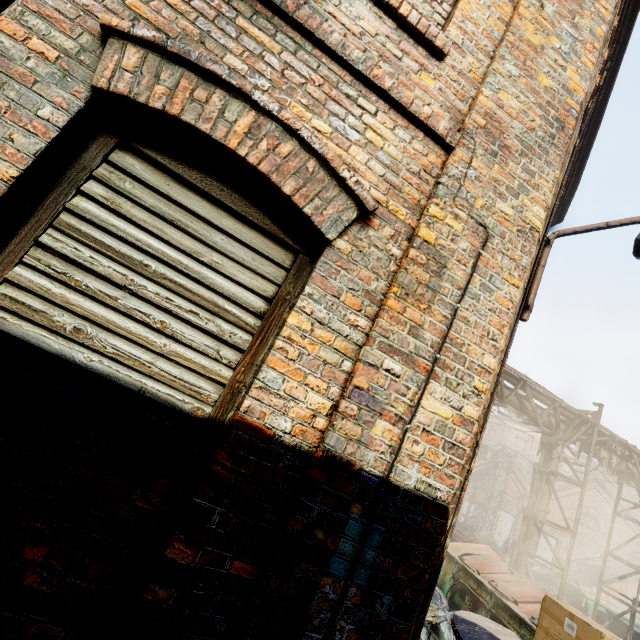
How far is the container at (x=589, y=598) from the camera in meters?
12.6 m

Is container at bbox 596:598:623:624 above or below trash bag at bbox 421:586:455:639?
above

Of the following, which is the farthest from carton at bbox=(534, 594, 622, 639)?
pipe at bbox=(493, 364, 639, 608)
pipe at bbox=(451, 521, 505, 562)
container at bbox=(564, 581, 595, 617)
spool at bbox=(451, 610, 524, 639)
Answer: pipe at bbox=(451, 521, 505, 562)

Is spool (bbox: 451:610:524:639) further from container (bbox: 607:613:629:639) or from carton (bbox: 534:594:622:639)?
container (bbox: 607:613:629:639)

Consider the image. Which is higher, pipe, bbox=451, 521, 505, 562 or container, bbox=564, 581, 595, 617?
container, bbox=564, 581, 595, 617

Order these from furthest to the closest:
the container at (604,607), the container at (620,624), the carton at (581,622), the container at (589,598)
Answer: the container at (589,598) → the container at (604,607) → the container at (620,624) → the carton at (581,622)

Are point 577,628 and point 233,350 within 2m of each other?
no

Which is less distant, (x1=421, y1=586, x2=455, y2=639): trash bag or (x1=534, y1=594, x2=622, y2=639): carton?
(x1=534, y1=594, x2=622, y2=639): carton
